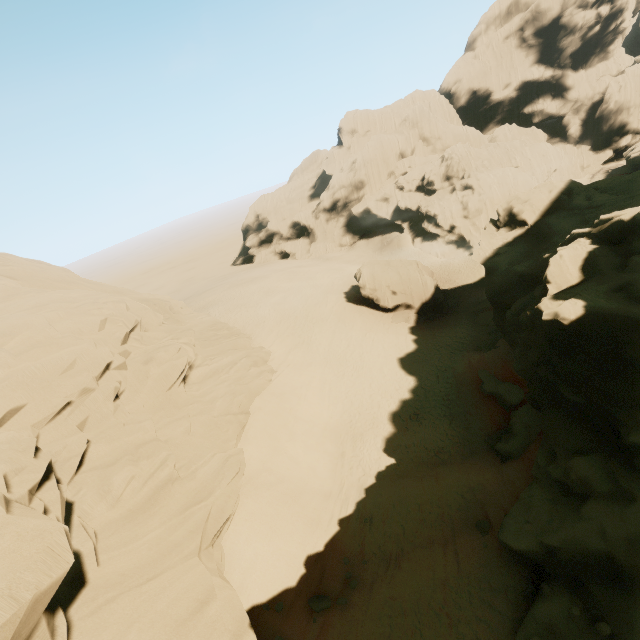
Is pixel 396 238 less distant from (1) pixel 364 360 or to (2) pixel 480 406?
(1) pixel 364 360

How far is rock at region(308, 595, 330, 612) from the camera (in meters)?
11.97

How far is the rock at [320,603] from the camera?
11.97m

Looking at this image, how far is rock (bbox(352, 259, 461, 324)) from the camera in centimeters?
3516cm

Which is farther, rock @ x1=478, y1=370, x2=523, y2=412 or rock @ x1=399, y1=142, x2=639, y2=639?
rock @ x1=478, y1=370, x2=523, y2=412

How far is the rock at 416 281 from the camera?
35.2m
